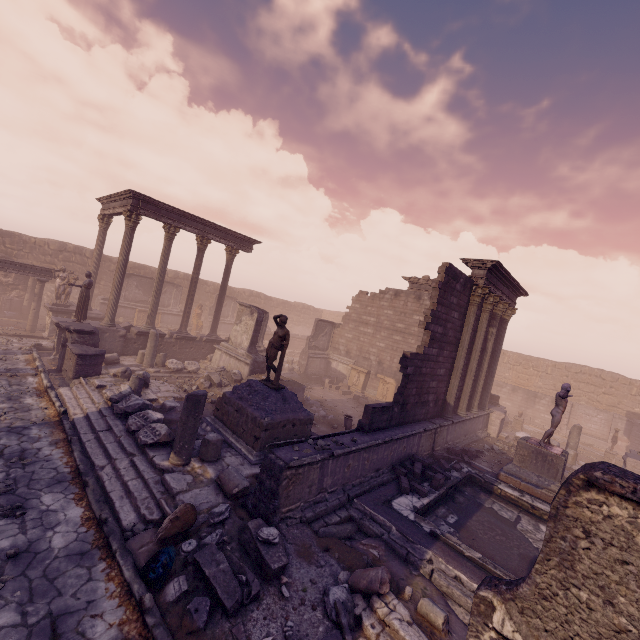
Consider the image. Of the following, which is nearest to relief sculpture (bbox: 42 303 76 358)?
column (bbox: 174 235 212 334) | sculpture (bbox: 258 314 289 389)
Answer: column (bbox: 174 235 212 334)

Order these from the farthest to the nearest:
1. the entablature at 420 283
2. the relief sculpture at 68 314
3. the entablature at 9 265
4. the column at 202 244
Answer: the entablature at 420 283, the column at 202 244, the entablature at 9 265, the relief sculpture at 68 314

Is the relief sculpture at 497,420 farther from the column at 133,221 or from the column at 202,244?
the column at 133,221

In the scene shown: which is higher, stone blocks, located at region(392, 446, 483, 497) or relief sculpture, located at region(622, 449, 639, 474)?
relief sculpture, located at region(622, 449, 639, 474)

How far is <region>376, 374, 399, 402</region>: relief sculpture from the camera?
19.5 meters

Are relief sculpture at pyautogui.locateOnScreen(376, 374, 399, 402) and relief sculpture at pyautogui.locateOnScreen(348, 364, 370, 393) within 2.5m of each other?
yes

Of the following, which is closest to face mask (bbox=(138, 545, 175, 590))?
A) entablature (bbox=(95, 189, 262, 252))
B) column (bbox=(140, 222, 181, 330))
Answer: column (bbox=(140, 222, 181, 330))

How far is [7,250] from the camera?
21.0m
